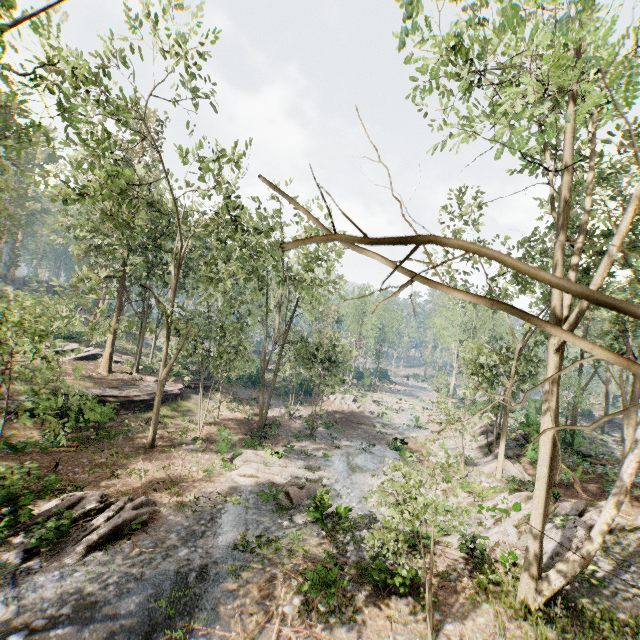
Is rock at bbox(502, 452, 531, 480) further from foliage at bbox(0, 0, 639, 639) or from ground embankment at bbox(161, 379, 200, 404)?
ground embankment at bbox(161, 379, 200, 404)

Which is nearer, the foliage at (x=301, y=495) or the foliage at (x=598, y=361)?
the foliage at (x=598, y=361)

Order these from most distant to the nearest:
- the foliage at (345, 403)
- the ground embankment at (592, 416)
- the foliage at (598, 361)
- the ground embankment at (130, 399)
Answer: the ground embankment at (592, 416) → the foliage at (345, 403) → the ground embankment at (130, 399) → the foliage at (598, 361)

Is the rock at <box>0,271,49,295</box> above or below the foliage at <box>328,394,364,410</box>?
above

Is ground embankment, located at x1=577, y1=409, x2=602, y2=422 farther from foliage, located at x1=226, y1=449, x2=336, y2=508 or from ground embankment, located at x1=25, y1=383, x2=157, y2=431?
ground embankment, located at x1=25, y1=383, x2=157, y2=431

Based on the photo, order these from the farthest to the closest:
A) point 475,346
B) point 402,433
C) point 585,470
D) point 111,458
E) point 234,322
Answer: point 402,433 < point 234,322 < point 475,346 < point 585,470 < point 111,458

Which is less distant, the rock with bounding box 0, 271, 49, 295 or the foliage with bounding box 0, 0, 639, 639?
the foliage with bounding box 0, 0, 639, 639

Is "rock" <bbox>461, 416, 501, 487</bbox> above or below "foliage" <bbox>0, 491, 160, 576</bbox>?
above
